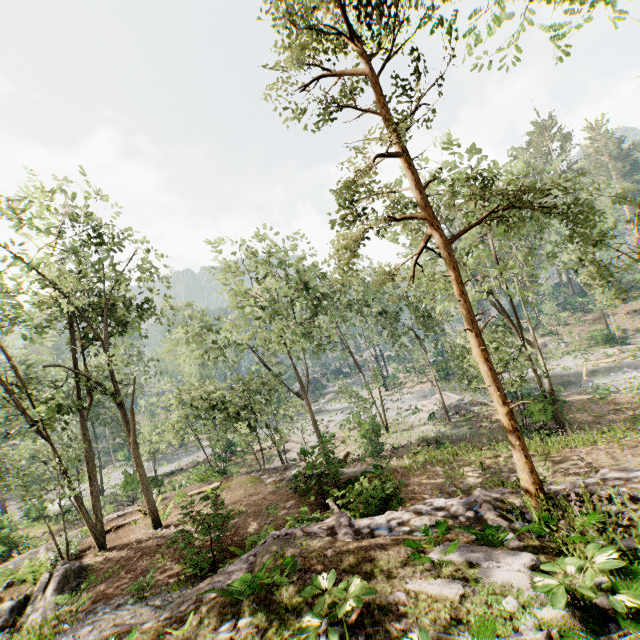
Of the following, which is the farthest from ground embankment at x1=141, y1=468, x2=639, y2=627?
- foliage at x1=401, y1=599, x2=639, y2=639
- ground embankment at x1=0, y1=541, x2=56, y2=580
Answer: ground embankment at x1=0, y1=541, x2=56, y2=580

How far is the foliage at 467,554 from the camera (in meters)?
4.65

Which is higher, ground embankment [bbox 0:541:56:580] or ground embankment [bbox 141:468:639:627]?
ground embankment [bbox 141:468:639:627]

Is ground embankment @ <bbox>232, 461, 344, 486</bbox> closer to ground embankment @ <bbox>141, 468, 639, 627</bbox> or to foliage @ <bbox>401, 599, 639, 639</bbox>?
ground embankment @ <bbox>141, 468, 639, 627</bbox>

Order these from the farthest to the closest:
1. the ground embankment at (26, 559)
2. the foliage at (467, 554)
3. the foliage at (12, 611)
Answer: the ground embankment at (26, 559) → the foliage at (12, 611) → the foliage at (467, 554)

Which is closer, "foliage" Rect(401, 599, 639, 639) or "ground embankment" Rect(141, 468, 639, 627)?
"foliage" Rect(401, 599, 639, 639)

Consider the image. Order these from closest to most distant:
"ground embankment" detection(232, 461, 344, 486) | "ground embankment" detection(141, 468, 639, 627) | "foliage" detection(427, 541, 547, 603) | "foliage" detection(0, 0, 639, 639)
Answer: "foliage" detection(427, 541, 547, 603), "ground embankment" detection(141, 468, 639, 627), "foliage" detection(0, 0, 639, 639), "ground embankment" detection(232, 461, 344, 486)

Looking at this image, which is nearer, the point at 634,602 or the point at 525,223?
the point at 634,602
